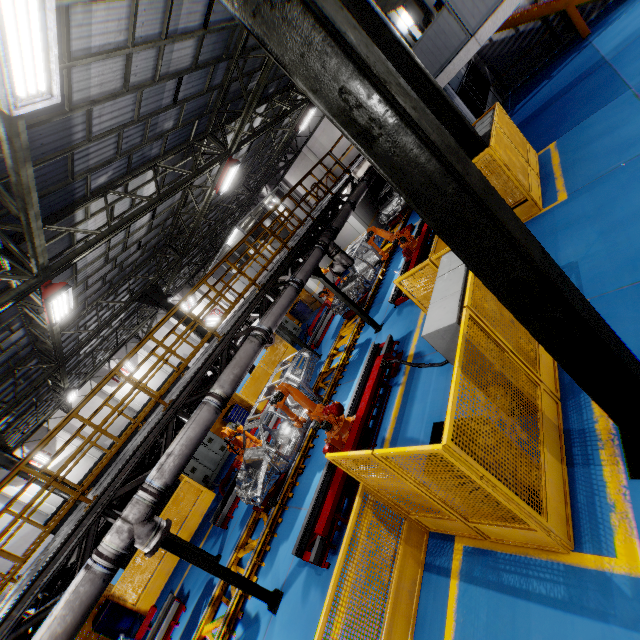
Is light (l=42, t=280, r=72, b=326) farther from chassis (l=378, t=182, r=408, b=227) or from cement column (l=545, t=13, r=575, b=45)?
cement column (l=545, t=13, r=575, b=45)

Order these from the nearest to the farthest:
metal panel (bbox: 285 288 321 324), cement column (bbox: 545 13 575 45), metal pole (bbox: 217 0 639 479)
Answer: metal pole (bbox: 217 0 639 479) → cement column (bbox: 545 13 575 45) → metal panel (bbox: 285 288 321 324)

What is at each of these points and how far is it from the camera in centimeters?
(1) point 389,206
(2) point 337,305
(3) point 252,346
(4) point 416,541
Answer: (1) chassis, 1928cm
(2) chassis, 1450cm
(3) vent pipe, 782cm
(4) metal panel, 490cm

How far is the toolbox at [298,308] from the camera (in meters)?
20.92

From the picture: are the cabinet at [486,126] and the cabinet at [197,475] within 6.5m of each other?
no

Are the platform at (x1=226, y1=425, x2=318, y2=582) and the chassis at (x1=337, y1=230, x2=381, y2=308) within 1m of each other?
yes

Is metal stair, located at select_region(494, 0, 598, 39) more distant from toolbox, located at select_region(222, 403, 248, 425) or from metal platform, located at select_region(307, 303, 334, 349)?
toolbox, located at select_region(222, 403, 248, 425)

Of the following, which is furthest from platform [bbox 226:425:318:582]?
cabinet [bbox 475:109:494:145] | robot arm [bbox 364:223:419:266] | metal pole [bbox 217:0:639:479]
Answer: metal pole [bbox 217:0:639:479]
